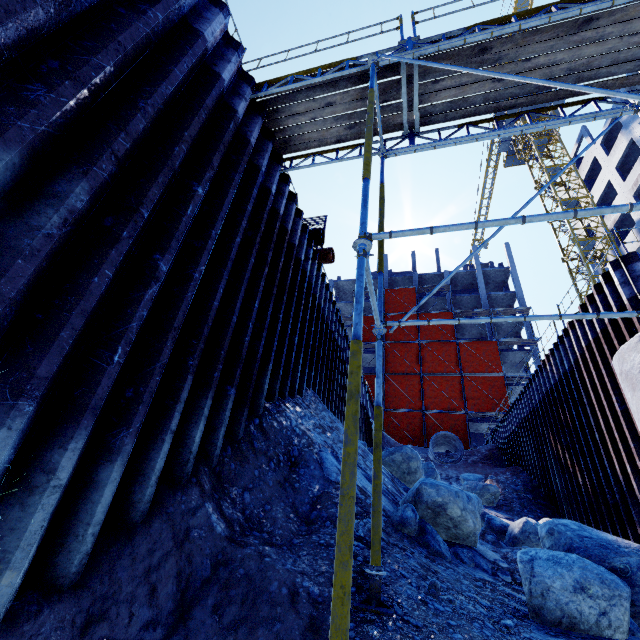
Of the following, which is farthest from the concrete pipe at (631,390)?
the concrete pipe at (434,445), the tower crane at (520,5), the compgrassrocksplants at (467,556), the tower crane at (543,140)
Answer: the tower crane at (520,5)

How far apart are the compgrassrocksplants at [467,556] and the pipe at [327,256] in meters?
7.4 m

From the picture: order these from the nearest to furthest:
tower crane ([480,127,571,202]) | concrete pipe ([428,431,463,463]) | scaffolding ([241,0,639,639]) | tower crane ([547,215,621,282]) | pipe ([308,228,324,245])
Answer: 1. scaffolding ([241,0,639,639])
2. pipe ([308,228,324,245])
3. concrete pipe ([428,431,463,463])
4. tower crane ([547,215,621,282])
5. tower crane ([480,127,571,202])

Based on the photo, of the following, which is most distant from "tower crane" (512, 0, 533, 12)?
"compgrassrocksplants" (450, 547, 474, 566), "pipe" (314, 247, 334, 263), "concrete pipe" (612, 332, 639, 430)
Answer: "compgrassrocksplants" (450, 547, 474, 566)

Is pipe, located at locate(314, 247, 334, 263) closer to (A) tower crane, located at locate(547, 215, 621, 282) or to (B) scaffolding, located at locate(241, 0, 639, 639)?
(B) scaffolding, located at locate(241, 0, 639, 639)

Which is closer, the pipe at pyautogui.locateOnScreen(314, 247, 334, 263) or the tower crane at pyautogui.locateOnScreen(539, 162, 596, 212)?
the pipe at pyautogui.locateOnScreen(314, 247, 334, 263)

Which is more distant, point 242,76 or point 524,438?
point 524,438

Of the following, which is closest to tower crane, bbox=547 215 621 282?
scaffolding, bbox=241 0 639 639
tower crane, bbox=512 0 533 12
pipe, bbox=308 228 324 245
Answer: scaffolding, bbox=241 0 639 639
